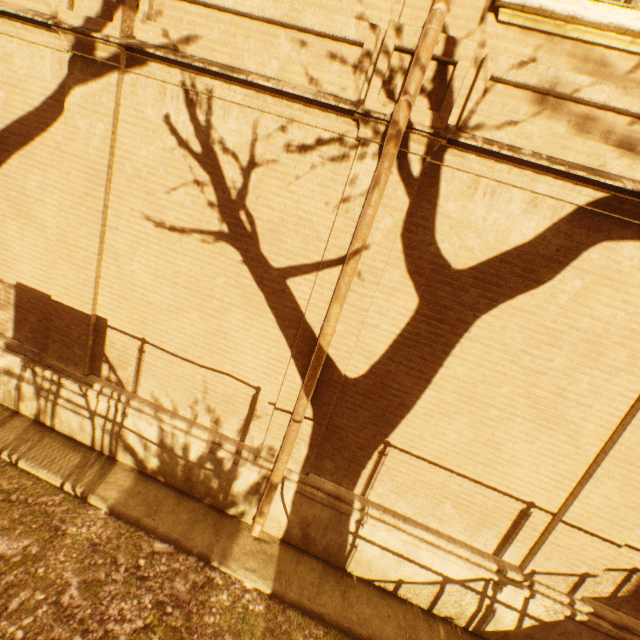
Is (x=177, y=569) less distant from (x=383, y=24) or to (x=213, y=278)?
(x=213, y=278)
